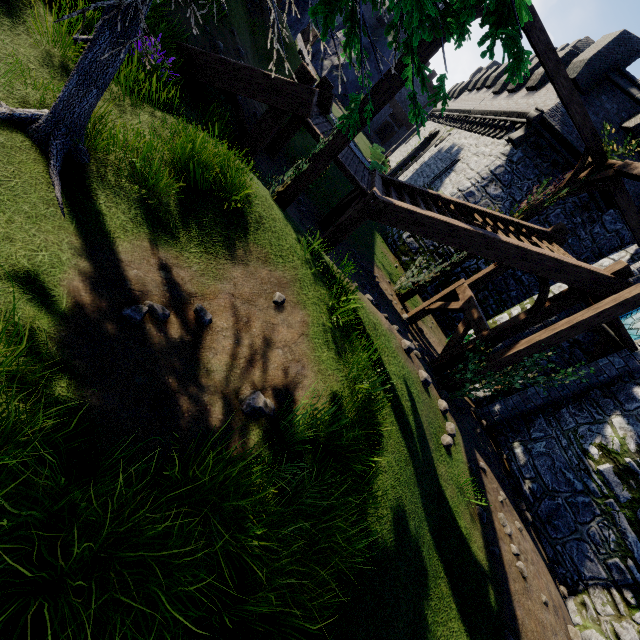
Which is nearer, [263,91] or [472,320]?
[263,91]

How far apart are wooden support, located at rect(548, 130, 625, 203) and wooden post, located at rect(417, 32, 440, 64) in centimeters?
749cm

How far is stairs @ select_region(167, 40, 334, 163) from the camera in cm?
621

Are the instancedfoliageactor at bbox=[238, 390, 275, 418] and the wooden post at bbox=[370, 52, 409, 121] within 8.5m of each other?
yes

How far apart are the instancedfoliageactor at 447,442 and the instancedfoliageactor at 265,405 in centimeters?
403cm

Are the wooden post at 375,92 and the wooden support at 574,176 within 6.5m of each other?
no

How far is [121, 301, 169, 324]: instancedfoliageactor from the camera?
3.3m

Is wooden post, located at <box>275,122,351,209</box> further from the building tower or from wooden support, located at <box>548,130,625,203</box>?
the building tower
